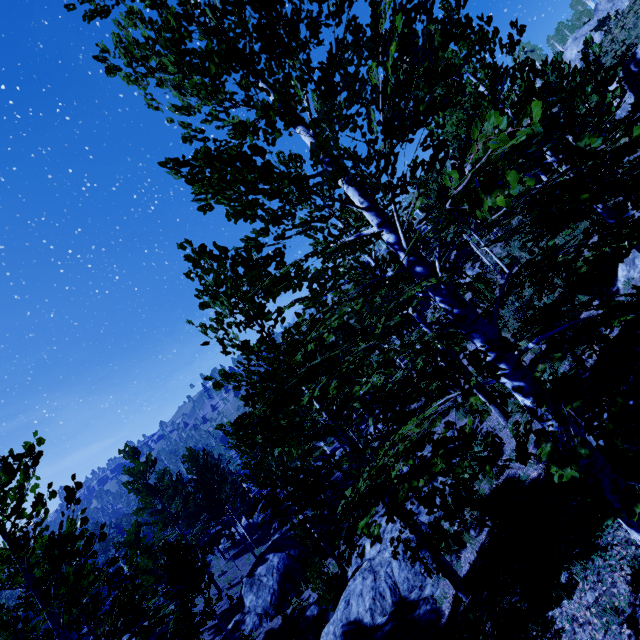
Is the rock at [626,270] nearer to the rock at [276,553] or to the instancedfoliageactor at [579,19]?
the instancedfoliageactor at [579,19]

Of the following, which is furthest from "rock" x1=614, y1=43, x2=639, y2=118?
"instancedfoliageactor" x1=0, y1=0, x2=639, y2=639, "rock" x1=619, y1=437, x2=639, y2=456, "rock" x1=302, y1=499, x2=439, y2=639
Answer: "rock" x1=302, y1=499, x2=439, y2=639

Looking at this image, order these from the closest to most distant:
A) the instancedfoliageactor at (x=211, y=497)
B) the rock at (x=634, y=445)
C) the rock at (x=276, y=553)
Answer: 1. the instancedfoliageactor at (x=211, y=497)
2. the rock at (x=634, y=445)
3. the rock at (x=276, y=553)

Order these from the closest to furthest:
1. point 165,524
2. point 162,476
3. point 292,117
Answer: point 292,117 < point 165,524 < point 162,476

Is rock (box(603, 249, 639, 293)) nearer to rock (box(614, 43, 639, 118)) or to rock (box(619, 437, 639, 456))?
rock (box(619, 437, 639, 456))

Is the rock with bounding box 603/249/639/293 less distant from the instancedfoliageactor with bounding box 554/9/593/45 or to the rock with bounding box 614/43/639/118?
the instancedfoliageactor with bounding box 554/9/593/45

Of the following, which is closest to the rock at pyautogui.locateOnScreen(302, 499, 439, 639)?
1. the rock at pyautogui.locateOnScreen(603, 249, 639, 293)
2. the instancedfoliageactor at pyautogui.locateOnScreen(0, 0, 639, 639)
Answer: the instancedfoliageactor at pyautogui.locateOnScreen(0, 0, 639, 639)
